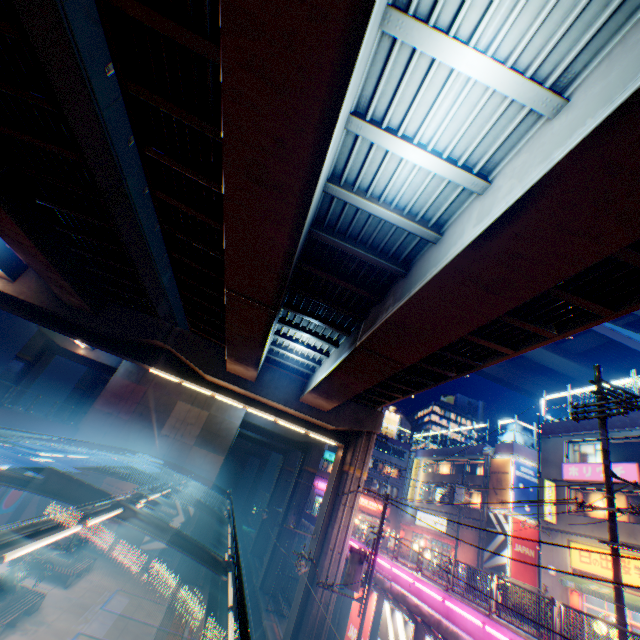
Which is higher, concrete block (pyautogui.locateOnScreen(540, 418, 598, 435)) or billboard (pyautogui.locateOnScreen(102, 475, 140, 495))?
concrete block (pyautogui.locateOnScreen(540, 418, 598, 435))

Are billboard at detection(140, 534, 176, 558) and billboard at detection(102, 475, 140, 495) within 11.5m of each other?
yes

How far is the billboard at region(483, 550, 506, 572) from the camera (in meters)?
25.45

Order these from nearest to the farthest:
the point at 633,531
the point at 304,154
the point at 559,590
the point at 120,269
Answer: the point at 304,154, the point at 633,531, the point at 120,269, the point at 559,590

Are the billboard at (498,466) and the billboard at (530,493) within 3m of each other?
yes

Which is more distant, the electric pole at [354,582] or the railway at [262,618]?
the railway at [262,618]

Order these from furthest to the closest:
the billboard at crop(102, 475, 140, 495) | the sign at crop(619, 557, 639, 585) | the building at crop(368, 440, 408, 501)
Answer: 1. the building at crop(368, 440, 408, 501)
2. the billboard at crop(102, 475, 140, 495)
3. the sign at crop(619, 557, 639, 585)

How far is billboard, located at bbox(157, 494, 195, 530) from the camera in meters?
25.3
